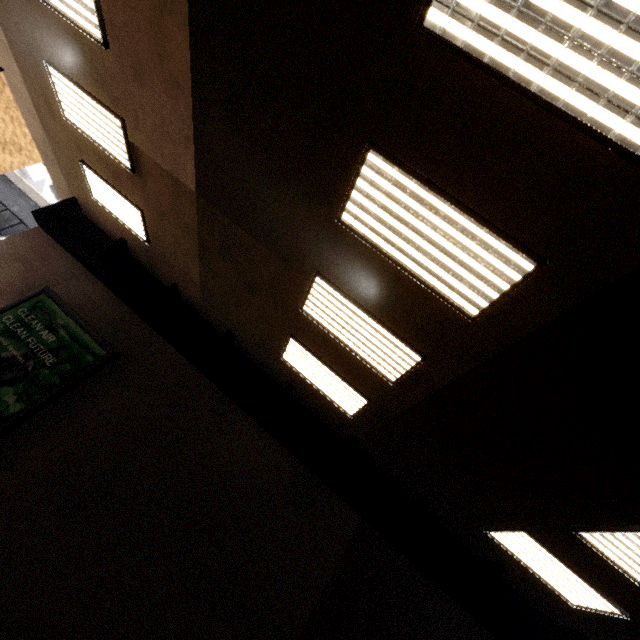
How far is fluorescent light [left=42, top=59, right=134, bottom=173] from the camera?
5.5m

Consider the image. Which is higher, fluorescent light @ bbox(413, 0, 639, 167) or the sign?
fluorescent light @ bbox(413, 0, 639, 167)

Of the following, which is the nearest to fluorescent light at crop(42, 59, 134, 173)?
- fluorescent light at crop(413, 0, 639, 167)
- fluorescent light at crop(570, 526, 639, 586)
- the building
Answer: fluorescent light at crop(413, 0, 639, 167)

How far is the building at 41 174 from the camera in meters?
20.1 m

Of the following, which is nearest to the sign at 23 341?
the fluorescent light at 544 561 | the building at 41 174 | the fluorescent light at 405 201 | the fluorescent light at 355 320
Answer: the fluorescent light at 355 320

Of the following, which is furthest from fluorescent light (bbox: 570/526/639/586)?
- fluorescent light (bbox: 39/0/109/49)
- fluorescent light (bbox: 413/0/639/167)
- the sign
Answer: fluorescent light (bbox: 39/0/109/49)

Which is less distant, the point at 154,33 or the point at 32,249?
the point at 154,33

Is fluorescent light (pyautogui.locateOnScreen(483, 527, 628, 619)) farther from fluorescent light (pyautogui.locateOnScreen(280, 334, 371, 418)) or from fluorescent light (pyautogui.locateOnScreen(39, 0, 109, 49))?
fluorescent light (pyautogui.locateOnScreen(39, 0, 109, 49))
